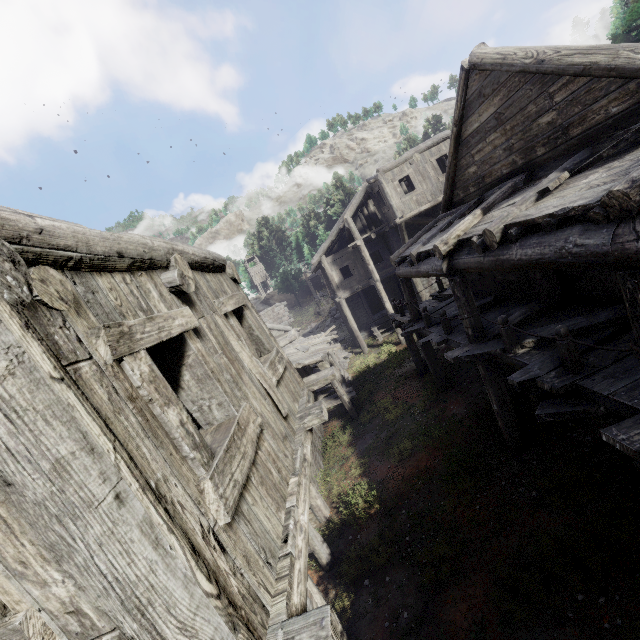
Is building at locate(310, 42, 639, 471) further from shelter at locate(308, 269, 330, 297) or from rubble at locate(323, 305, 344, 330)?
shelter at locate(308, 269, 330, 297)

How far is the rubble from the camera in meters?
33.7

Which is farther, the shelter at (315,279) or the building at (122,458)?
the shelter at (315,279)

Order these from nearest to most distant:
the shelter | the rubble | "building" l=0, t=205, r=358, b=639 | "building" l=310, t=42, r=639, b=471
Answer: "building" l=0, t=205, r=358, b=639
"building" l=310, t=42, r=639, b=471
the rubble
the shelter

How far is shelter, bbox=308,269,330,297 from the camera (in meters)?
42.25

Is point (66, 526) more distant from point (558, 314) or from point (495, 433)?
point (495, 433)

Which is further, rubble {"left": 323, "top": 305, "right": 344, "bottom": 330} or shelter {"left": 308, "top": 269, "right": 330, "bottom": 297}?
shelter {"left": 308, "top": 269, "right": 330, "bottom": 297}

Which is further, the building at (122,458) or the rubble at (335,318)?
the rubble at (335,318)
